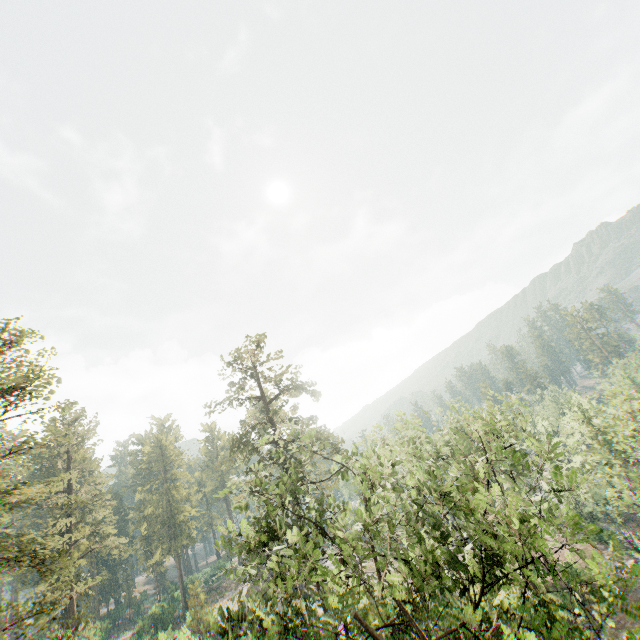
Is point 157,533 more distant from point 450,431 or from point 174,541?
point 450,431

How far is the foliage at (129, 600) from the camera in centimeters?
5747cm

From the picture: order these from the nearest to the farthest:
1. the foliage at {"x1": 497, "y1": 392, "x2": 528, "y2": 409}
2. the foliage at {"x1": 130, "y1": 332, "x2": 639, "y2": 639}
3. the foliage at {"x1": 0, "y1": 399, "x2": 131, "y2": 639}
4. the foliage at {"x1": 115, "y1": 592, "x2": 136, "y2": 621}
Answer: the foliage at {"x1": 130, "y1": 332, "x2": 639, "y2": 639}
the foliage at {"x1": 0, "y1": 399, "x2": 131, "y2": 639}
the foliage at {"x1": 497, "y1": 392, "x2": 528, "y2": 409}
the foliage at {"x1": 115, "y1": 592, "x2": 136, "y2": 621}

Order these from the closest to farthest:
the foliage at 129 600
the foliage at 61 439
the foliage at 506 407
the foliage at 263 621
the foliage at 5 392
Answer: the foliage at 263 621
the foliage at 61 439
the foliage at 5 392
the foliage at 506 407
the foliage at 129 600

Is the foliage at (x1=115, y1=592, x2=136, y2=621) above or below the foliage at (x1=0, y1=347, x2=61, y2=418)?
below

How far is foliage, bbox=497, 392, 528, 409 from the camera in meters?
20.6 m

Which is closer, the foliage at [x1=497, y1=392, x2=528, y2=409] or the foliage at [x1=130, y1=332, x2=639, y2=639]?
the foliage at [x1=130, y1=332, x2=639, y2=639]
